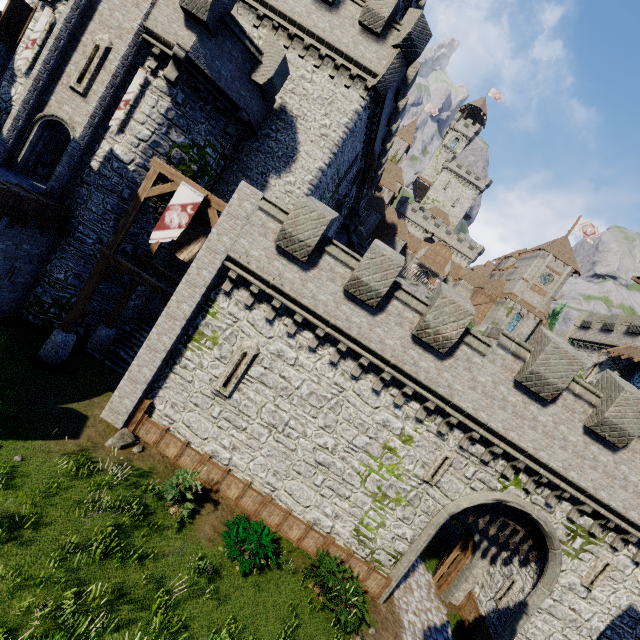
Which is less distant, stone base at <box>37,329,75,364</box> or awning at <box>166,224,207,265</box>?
stone base at <box>37,329,75,364</box>

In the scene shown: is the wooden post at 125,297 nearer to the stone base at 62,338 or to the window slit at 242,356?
the stone base at 62,338

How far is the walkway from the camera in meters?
12.9 m

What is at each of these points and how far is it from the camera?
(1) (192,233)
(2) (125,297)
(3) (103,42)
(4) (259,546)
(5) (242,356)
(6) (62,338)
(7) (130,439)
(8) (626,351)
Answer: (1) awning, 18.12m
(2) wooden post, 16.19m
(3) window slit, 14.02m
(4) bush, 11.18m
(5) window slit, 12.66m
(6) stone base, 13.58m
(7) rock, 12.41m
(8) awning, 29.67m

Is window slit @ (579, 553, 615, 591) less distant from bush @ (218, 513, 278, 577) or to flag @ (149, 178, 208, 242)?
bush @ (218, 513, 278, 577)

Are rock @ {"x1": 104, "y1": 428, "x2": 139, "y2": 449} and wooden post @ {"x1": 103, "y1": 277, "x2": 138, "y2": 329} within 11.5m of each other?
yes

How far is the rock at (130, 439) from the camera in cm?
1176

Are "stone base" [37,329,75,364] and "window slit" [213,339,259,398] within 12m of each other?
yes
